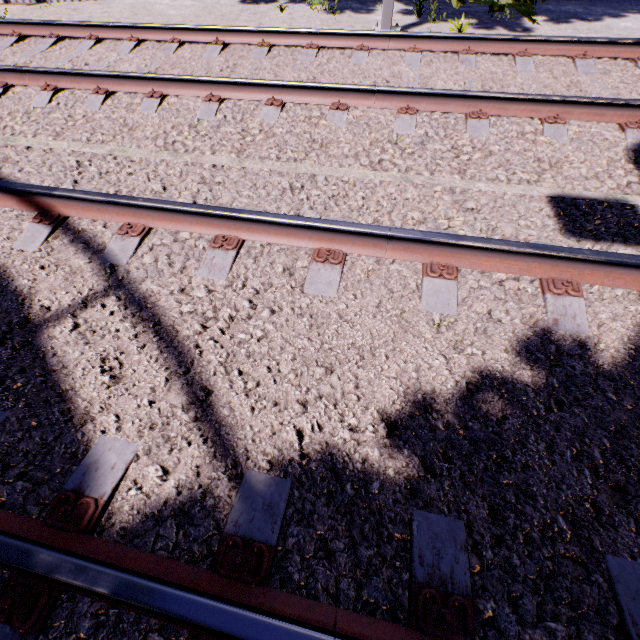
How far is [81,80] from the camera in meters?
4.2
